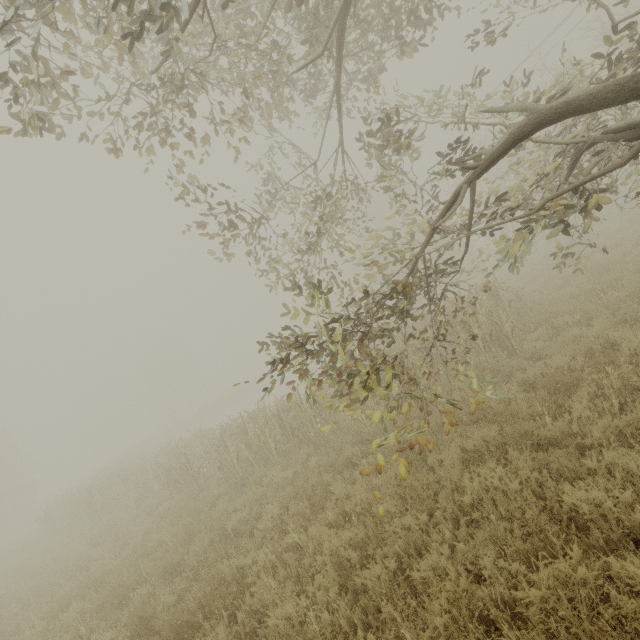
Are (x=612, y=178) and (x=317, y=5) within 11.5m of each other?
yes

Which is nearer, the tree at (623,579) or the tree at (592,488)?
the tree at (623,579)

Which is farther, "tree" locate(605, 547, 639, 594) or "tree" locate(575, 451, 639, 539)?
"tree" locate(575, 451, 639, 539)
